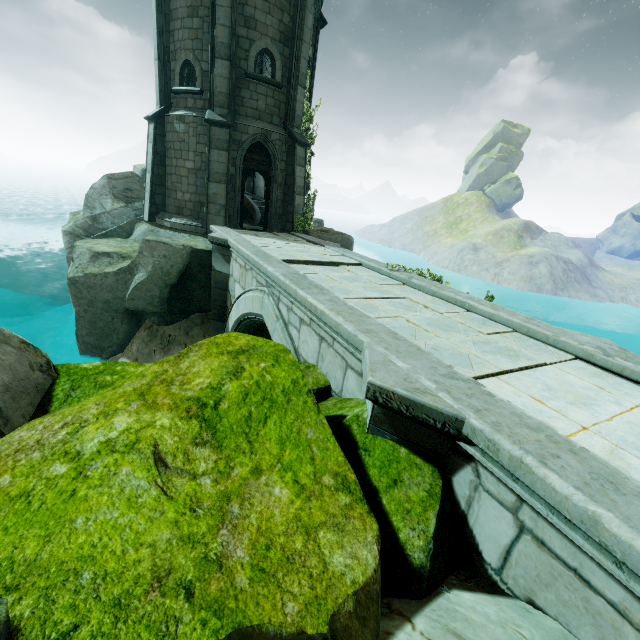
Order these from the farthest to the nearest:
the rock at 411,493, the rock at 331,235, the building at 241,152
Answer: the rock at 331,235
the building at 241,152
the rock at 411,493

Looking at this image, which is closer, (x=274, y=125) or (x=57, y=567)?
(x=57, y=567)

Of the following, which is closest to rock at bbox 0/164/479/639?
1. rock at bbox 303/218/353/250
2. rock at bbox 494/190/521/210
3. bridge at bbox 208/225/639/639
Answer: bridge at bbox 208/225/639/639

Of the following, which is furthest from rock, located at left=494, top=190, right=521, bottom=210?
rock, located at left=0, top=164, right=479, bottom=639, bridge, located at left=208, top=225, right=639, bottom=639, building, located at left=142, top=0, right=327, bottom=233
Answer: rock, located at left=0, top=164, right=479, bottom=639

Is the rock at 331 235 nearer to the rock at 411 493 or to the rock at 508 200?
the rock at 411 493

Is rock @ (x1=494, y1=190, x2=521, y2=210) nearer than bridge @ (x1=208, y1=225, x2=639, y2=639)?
No

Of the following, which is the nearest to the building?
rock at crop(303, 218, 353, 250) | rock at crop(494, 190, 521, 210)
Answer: rock at crop(303, 218, 353, 250)

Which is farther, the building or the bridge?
the building
